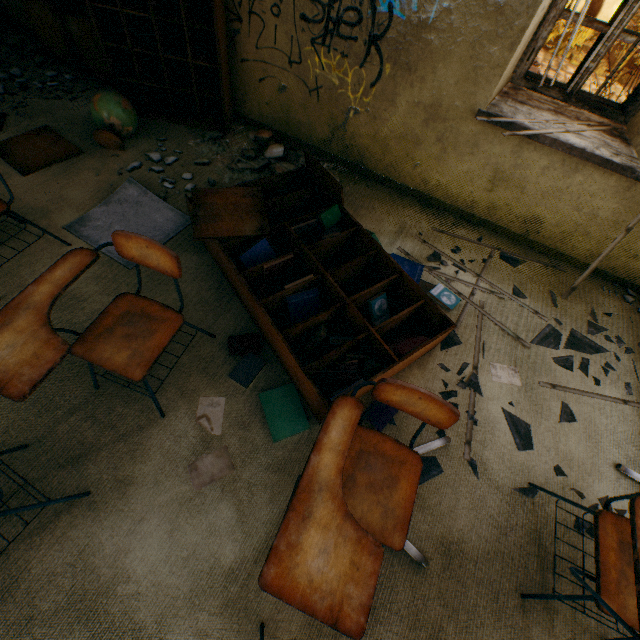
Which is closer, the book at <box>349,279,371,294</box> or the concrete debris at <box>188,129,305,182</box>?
the book at <box>349,279,371,294</box>

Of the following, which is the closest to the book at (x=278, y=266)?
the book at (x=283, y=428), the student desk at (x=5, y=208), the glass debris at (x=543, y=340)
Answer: the book at (x=283, y=428)

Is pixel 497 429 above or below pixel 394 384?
below

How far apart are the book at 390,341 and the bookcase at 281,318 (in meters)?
0.04

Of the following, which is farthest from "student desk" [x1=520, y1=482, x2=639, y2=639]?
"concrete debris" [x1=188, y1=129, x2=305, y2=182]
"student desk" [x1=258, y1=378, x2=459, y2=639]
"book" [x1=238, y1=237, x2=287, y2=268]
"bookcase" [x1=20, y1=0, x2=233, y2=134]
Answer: "bookcase" [x1=20, y1=0, x2=233, y2=134]

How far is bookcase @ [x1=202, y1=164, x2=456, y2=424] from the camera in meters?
1.9 m

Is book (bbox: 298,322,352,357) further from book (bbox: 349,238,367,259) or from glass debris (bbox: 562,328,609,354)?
glass debris (bbox: 562,328,609,354)

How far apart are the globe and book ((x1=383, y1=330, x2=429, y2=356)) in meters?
2.6
